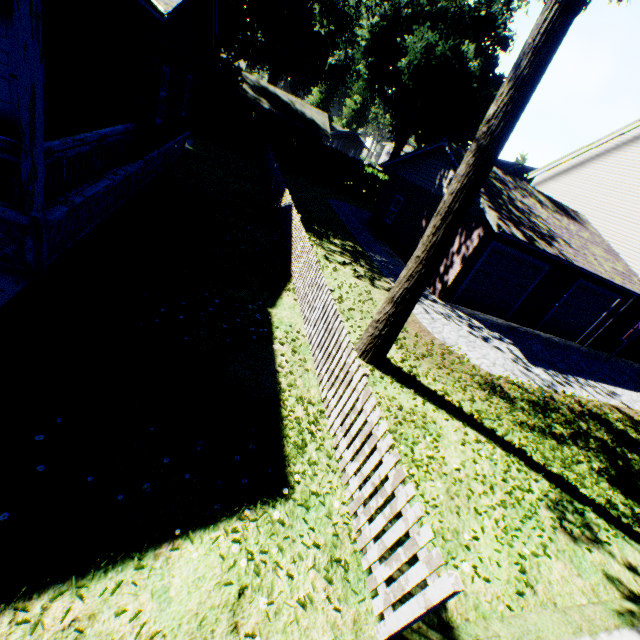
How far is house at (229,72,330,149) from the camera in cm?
3394

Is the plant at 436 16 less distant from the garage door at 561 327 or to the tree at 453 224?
the tree at 453 224

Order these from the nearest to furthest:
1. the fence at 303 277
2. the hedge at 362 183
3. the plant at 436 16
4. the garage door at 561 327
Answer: the fence at 303 277
the garage door at 561 327
the hedge at 362 183
the plant at 436 16

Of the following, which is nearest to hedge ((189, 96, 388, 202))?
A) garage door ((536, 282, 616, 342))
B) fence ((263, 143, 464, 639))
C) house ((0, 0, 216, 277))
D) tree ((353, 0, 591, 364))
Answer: fence ((263, 143, 464, 639))

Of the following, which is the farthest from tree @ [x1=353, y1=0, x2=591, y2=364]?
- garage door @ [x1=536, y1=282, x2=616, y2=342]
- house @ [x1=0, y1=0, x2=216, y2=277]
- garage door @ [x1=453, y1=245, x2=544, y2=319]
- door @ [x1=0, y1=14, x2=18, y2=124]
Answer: garage door @ [x1=536, y1=282, x2=616, y2=342]

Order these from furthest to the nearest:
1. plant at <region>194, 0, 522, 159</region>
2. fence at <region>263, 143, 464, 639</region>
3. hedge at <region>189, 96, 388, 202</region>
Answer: plant at <region>194, 0, 522, 159</region>
hedge at <region>189, 96, 388, 202</region>
fence at <region>263, 143, 464, 639</region>

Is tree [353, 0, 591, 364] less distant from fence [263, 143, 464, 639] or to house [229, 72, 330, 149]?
fence [263, 143, 464, 639]

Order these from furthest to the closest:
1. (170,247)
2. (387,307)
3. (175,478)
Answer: (170,247) < (387,307) < (175,478)
